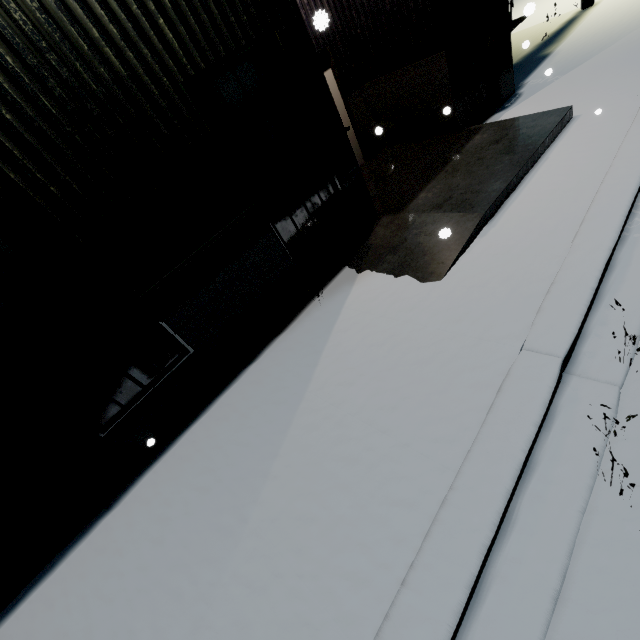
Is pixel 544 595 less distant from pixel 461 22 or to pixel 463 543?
pixel 463 543

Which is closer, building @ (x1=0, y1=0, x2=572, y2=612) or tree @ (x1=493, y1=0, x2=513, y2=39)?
building @ (x1=0, y1=0, x2=572, y2=612)

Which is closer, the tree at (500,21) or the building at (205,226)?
the building at (205,226)
